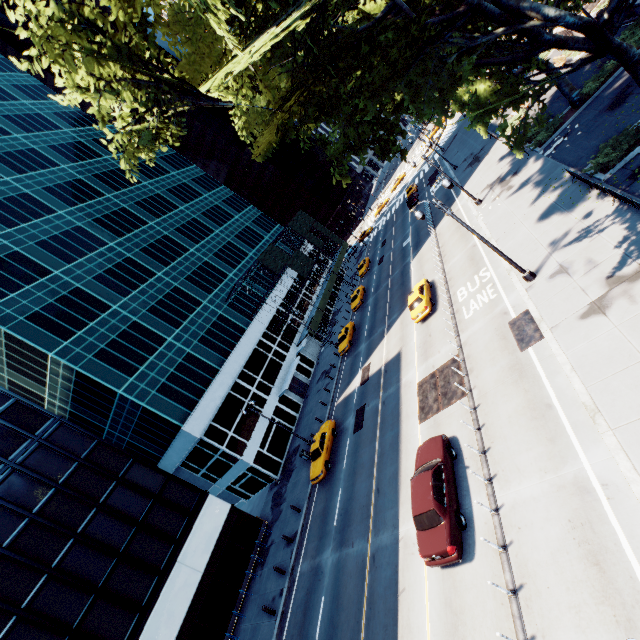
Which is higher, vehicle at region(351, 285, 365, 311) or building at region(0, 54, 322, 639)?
building at region(0, 54, 322, 639)

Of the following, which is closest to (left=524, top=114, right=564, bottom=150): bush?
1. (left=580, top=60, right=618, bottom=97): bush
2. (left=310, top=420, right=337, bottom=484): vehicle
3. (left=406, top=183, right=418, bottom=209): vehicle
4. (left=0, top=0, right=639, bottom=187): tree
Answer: (left=0, top=0, right=639, bottom=187): tree

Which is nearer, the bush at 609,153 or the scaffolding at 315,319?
the bush at 609,153

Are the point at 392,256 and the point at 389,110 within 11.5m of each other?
no

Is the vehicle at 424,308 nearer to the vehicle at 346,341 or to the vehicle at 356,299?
the vehicle at 346,341

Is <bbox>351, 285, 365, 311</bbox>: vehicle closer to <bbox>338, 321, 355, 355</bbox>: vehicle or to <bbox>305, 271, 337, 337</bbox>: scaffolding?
<bbox>338, 321, 355, 355</bbox>: vehicle

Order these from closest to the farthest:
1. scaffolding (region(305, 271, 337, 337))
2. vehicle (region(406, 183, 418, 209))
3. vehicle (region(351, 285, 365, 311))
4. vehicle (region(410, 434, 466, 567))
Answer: vehicle (region(410, 434, 466, 567)) → vehicle (region(351, 285, 365, 311)) → scaffolding (region(305, 271, 337, 337)) → vehicle (region(406, 183, 418, 209))

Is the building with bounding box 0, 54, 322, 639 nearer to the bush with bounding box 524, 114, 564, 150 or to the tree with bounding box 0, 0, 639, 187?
the tree with bounding box 0, 0, 639, 187
